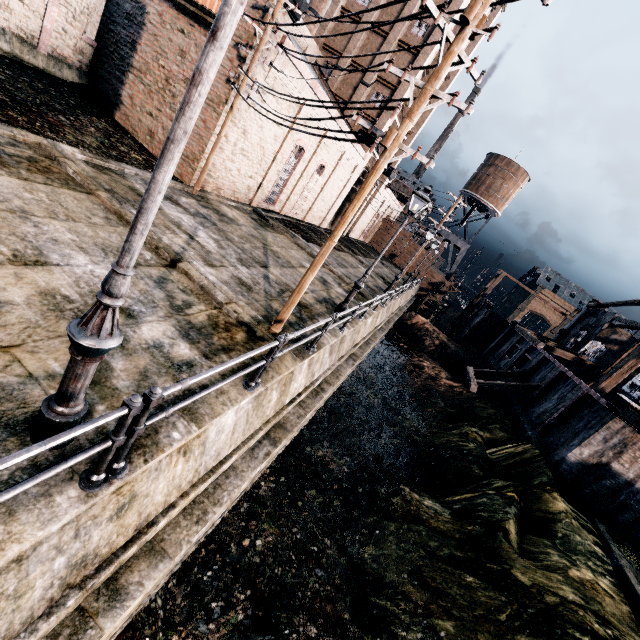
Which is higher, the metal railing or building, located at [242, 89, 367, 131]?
building, located at [242, 89, 367, 131]

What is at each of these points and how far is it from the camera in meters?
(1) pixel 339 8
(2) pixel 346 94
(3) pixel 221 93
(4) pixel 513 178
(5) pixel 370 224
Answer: (1) building, 31.2 m
(2) building, 32.7 m
(3) building, 15.3 m
(4) water tower, 50.0 m
(5) building, 49.9 m

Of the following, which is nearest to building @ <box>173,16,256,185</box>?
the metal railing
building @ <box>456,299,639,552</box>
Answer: the metal railing

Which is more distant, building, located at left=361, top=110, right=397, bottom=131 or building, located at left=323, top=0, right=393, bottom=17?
building, located at left=361, top=110, right=397, bottom=131

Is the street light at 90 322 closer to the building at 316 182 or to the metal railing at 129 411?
the metal railing at 129 411

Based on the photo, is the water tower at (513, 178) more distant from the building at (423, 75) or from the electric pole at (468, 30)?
the electric pole at (468, 30)

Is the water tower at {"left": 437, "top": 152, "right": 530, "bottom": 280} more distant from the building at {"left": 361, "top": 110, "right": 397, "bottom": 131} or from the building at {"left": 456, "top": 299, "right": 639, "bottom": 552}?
the building at {"left": 456, "top": 299, "right": 639, "bottom": 552}

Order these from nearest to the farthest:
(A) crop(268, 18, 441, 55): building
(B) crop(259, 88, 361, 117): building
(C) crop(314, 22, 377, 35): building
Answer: (B) crop(259, 88, 361, 117): building, (A) crop(268, 18, 441, 55): building, (C) crop(314, 22, 377, 35): building
